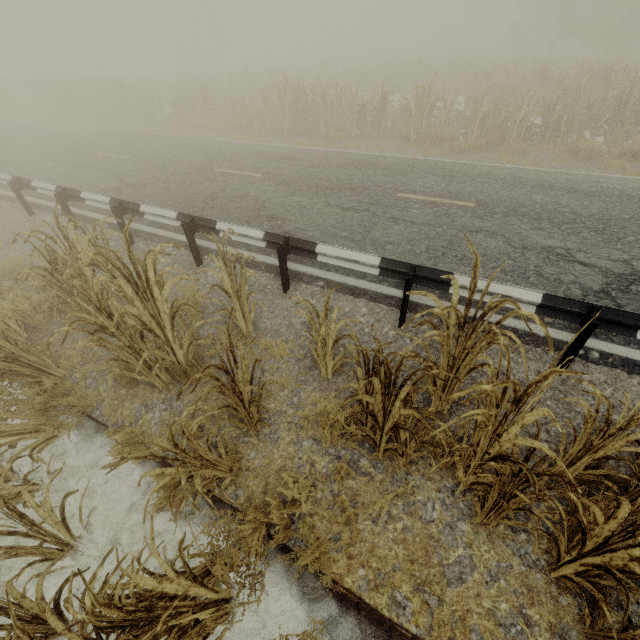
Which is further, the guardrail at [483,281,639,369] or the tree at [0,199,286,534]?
the guardrail at [483,281,639,369]

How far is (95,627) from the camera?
1.91m

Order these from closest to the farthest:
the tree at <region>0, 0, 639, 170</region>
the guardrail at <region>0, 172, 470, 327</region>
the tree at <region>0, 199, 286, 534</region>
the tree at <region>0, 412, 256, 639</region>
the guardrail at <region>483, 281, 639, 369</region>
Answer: the tree at <region>0, 412, 256, 639</region>
the tree at <region>0, 199, 286, 534</region>
the guardrail at <region>483, 281, 639, 369</region>
the guardrail at <region>0, 172, 470, 327</region>
the tree at <region>0, 0, 639, 170</region>

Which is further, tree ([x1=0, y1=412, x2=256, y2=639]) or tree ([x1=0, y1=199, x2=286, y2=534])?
tree ([x1=0, y1=199, x2=286, y2=534])

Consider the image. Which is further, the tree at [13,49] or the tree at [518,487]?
the tree at [13,49]

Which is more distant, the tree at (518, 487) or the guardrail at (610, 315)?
the guardrail at (610, 315)
